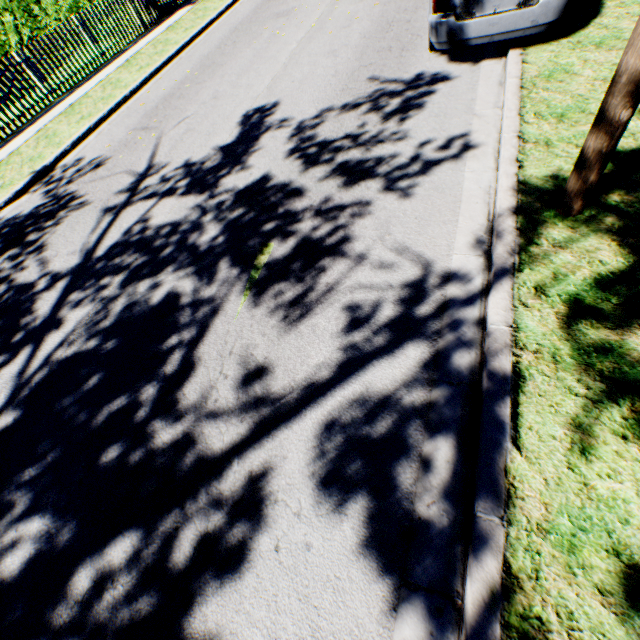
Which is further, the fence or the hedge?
the hedge

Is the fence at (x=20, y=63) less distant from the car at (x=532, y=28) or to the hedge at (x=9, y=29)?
the hedge at (x=9, y=29)

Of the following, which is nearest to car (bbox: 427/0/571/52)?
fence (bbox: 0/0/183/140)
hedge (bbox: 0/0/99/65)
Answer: fence (bbox: 0/0/183/140)

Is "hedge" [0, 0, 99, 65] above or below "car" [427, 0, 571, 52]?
above

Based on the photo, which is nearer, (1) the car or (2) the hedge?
(1) the car

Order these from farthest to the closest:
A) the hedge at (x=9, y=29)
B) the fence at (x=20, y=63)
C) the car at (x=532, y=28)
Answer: the hedge at (x=9, y=29) → the fence at (x=20, y=63) → the car at (x=532, y=28)

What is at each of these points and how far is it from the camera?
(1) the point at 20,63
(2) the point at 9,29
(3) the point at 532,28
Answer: (1) fence, 9.0 meters
(2) hedge, 13.9 meters
(3) car, 4.4 meters
